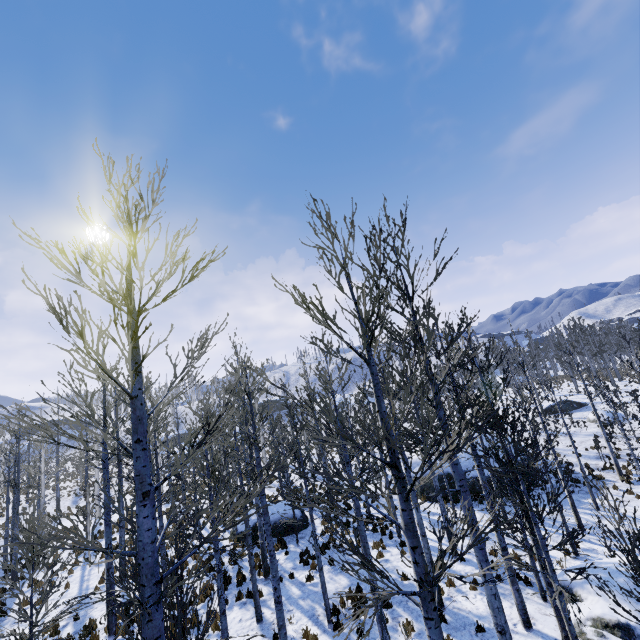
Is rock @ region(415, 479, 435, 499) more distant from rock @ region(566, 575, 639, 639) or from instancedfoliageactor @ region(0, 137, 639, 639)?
Answer: rock @ region(566, 575, 639, 639)

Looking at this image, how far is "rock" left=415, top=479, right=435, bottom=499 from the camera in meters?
20.6 m

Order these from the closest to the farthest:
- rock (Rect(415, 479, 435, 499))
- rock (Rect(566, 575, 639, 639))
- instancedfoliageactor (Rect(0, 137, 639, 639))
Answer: instancedfoliageactor (Rect(0, 137, 639, 639))
rock (Rect(566, 575, 639, 639))
rock (Rect(415, 479, 435, 499))

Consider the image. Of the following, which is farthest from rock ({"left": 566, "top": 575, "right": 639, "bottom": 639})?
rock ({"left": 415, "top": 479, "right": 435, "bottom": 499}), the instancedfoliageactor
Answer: rock ({"left": 415, "top": 479, "right": 435, "bottom": 499})

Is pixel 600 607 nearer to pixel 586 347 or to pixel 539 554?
pixel 539 554

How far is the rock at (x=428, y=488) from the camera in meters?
20.6

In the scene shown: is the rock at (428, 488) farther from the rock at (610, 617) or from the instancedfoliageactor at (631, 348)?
the rock at (610, 617)

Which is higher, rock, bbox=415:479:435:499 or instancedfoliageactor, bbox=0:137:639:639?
instancedfoliageactor, bbox=0:137:639:639
